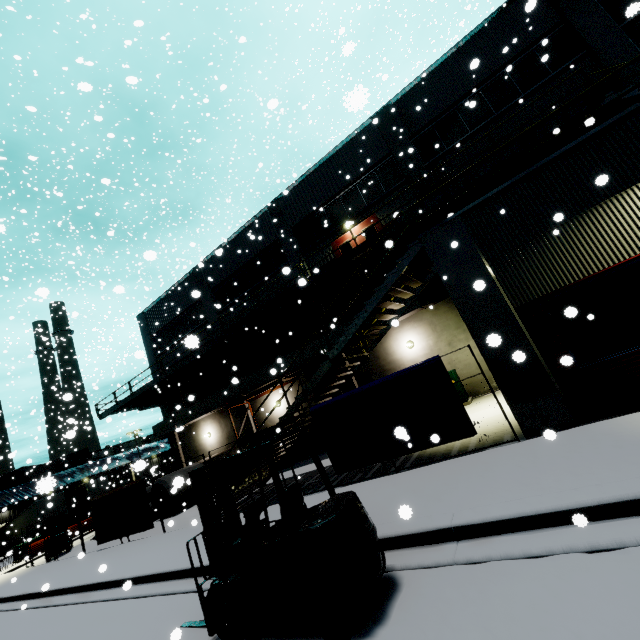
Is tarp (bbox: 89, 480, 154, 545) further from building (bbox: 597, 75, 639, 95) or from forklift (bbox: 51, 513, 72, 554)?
forklift (bbox: 51, 513, 72, 554)

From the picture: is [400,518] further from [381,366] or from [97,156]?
[97,156]

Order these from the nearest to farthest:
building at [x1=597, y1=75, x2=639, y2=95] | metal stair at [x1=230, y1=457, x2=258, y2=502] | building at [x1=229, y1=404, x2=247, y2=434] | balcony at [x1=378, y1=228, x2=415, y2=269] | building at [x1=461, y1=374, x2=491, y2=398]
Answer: metal stair at [x1=230, y1=457, x2=258, y2=502] < building at [x1=597, y1=75, x2=639, y2=95] < building at [x1=461, y1=374, x2=491, y2=398] < balcony at [x1=378, y1=228, x2=415, y2=269] < building at [x1=229, y1=404, x2=247, y2=434]

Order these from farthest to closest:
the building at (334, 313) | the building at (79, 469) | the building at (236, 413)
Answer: the building at (236, 413)
the building at (79, 469)
the building at (334, 313)

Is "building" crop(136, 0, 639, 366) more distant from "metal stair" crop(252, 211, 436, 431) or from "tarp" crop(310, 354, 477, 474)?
"tarp" crop(310, 354, 477, 474)

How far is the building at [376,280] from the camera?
16.69m

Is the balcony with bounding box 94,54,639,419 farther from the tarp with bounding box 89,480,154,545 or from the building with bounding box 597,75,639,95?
the tarp with bounding box 89,480,154,545

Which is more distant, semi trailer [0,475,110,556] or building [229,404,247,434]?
semi trailer [0,475,110,556]
